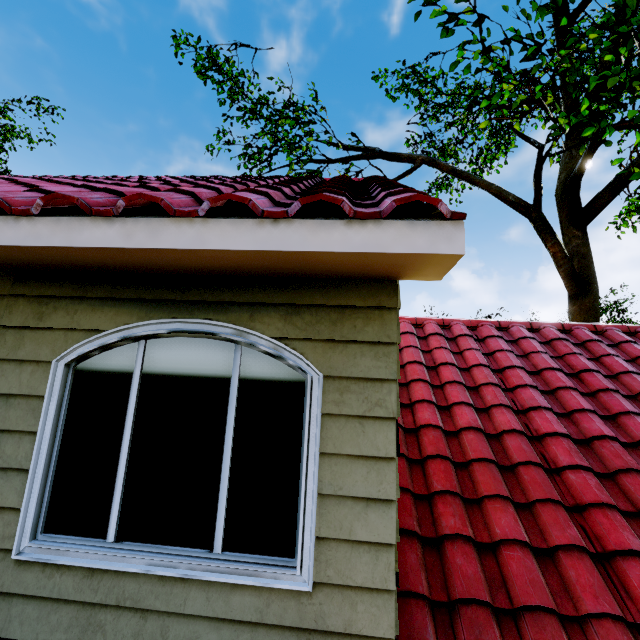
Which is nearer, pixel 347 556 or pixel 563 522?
pixel 347 556
